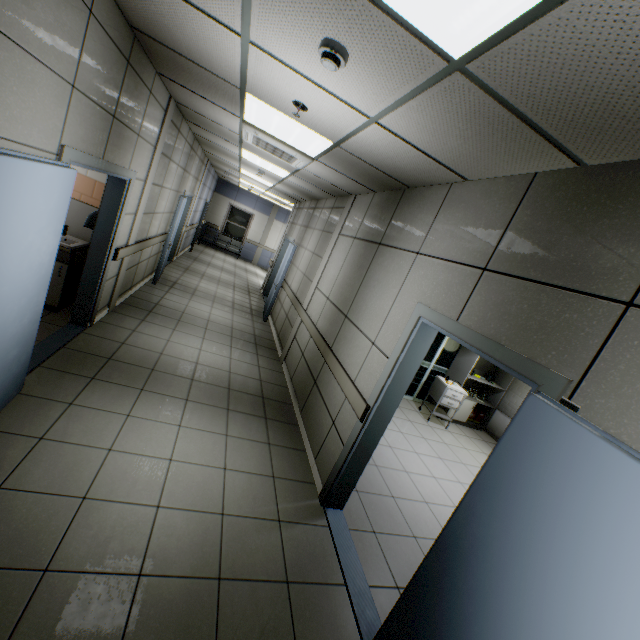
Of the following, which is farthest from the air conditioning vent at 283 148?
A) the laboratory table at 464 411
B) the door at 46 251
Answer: the laboratory table at 464 411

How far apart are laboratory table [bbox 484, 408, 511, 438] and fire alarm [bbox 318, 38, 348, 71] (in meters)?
7.30

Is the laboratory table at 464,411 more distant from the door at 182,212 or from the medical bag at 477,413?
the door at 182,212

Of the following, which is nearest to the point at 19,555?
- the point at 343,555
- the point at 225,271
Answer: the point at 343,555

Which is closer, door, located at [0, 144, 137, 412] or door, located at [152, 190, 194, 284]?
door, located at [0, 144, 137, 412]

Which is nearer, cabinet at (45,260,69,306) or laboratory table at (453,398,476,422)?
cabinet at (45,260,69,306)

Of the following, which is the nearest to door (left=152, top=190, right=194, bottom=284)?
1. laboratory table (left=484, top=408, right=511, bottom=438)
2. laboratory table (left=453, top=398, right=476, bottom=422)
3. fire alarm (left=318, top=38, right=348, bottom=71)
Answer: fire alarm (left=318, top=38, right=348, bottom=71)

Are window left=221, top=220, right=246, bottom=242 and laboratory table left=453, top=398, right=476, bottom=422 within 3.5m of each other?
no
